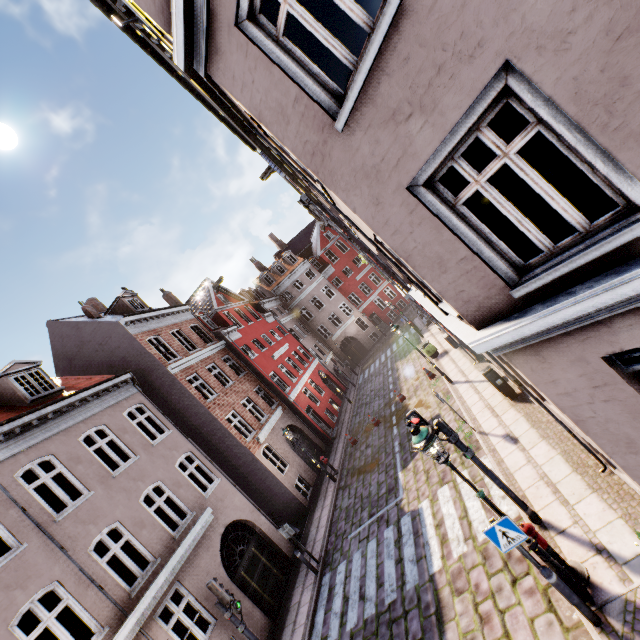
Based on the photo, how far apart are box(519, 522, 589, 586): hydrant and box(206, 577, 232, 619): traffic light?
7.6m

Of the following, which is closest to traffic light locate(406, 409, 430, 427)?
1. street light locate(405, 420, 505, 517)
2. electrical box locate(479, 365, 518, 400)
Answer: street light locate(405, 420, 505, 517)

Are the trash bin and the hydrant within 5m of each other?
no

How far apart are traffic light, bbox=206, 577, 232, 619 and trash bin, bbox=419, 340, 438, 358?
14.56m

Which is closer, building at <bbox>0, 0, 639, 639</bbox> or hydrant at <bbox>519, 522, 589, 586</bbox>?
building at <bbox>0, 0, 639, 639</bbox>

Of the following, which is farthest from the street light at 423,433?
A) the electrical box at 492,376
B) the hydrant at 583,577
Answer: the electrical box at 492,376

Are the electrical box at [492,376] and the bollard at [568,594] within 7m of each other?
yes

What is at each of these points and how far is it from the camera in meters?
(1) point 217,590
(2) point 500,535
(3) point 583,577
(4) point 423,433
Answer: (1) traffic light, 8.5 m
(2) sign, 5.1 m
(3) hydrant, 5.4 m
(4) street light, 5.2 m
